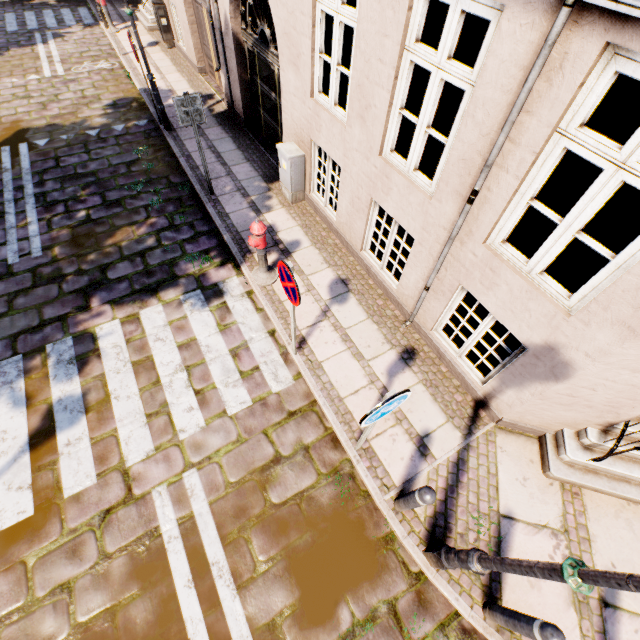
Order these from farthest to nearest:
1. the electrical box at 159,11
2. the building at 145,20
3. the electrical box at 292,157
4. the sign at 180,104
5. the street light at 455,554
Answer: the building at 145,20, the electrical box at 159,11, the electrical box at 292,157, the sign at 180,104, the street light at 455,554

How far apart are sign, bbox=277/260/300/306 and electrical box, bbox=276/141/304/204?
3.5 meters

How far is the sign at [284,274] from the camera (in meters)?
3.39

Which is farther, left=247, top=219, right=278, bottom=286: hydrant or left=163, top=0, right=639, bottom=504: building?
left=247, top=219, right=278, bottom=286: hydrant

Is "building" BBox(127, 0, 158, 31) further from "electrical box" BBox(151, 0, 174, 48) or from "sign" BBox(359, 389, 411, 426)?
"sign" BBox(359, 389, 411, 426)

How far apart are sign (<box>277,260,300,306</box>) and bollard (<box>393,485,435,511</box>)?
2.2 meters

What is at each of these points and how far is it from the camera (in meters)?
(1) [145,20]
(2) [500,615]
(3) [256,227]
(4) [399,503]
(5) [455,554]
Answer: (1) building, 12.99
(2) bollard, 3.10
(3) hydrant, 4.87
(4) bollard, 3.70
(5) street light, 2.96

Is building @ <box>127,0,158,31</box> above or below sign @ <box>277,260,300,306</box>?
below
